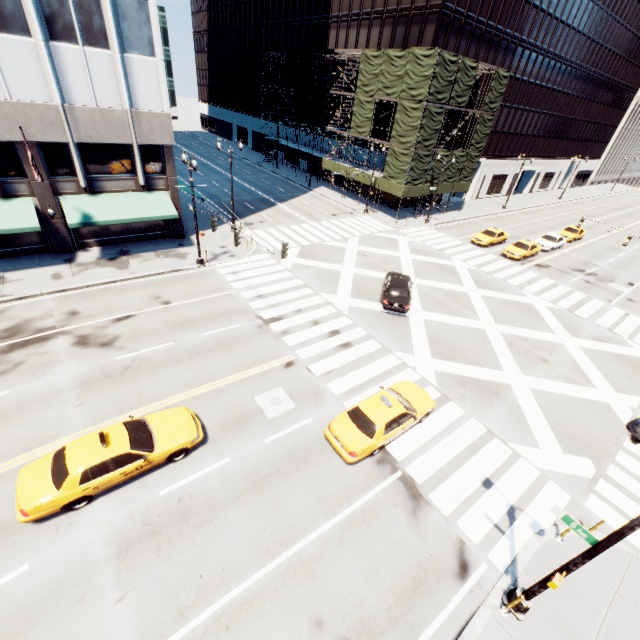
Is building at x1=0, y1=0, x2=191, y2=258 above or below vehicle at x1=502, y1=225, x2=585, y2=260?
above

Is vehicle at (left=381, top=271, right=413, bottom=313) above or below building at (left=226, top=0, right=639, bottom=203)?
below

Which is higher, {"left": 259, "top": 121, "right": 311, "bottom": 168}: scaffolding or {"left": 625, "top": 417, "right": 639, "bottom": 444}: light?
{"left": 625, "top": 417, "right": 639, "bottom": 444}: light

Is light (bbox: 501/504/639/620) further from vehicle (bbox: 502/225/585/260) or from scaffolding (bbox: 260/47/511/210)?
vehicle (bbox: 502/225/585/260)

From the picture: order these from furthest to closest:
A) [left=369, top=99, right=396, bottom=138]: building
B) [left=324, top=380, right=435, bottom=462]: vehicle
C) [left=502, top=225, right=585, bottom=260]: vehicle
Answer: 1. [left=369, top=99, right=396, bottom=138]: building
2. [left=502, top=225, right=585, bottom=260]: vehicle
3. [left=324, top=380, right=435, bottom=462]: vehicle

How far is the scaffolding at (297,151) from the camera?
47.94m

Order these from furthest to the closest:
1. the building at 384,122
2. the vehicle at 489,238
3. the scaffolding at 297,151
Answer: the scaffolding at 297,151
the building at 384,122
the vehicle at 489,238

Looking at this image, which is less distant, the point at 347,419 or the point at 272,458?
the point at 272,458
